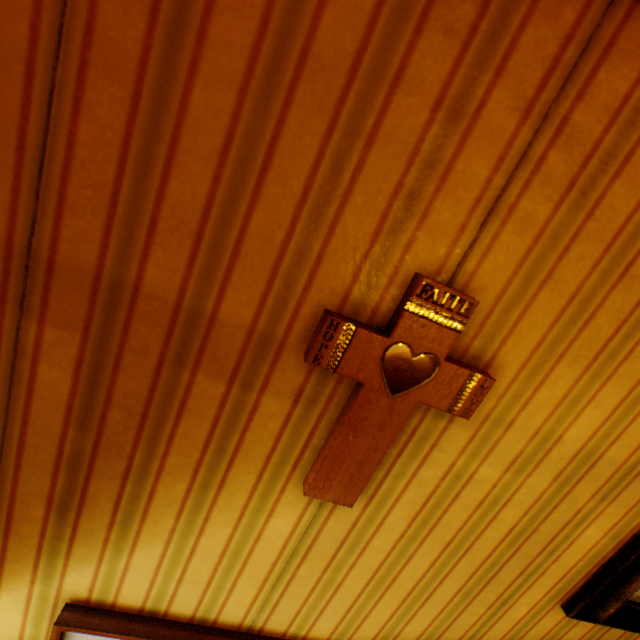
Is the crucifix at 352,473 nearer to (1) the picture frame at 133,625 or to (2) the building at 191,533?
(2) the building at 191,533

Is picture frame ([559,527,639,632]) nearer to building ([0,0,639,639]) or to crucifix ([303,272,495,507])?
building ([0,0,639,639])

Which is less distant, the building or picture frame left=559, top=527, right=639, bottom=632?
the building

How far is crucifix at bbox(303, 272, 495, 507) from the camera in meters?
0.7 m

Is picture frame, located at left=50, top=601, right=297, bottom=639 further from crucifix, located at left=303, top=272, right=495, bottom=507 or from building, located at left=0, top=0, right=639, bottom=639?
crucifix, located at left=303, top=272, right=495, bottom=507

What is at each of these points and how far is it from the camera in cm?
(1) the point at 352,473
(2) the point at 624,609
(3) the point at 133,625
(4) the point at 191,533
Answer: (1) crucifix, 82
(2) picture frame, 114
(3) picture frame, 99
(4) building, 92

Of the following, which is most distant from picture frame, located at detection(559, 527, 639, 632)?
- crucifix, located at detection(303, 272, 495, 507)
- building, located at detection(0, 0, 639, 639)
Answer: crucifix, located at detection(303, 272, 495, 507)

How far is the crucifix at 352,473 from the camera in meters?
0.7 m
